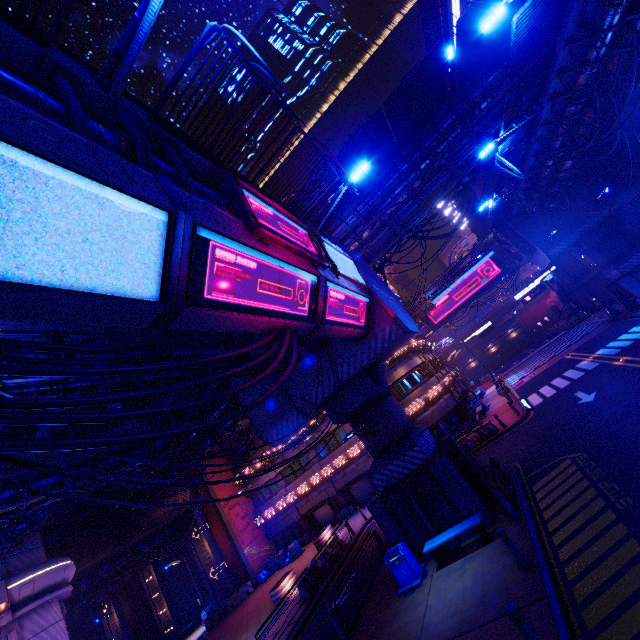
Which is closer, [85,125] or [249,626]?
[85,125]

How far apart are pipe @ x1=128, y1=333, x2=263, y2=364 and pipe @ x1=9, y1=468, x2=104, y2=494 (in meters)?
7.12

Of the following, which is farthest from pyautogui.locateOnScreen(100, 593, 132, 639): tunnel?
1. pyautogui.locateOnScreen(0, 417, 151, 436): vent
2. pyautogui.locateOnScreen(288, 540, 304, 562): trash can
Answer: pyautogui.locateOnScreen(0, 417, 151, 436): vent

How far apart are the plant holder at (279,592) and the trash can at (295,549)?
6.94m

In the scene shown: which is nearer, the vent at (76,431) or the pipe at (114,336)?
the pipe at (114,336)

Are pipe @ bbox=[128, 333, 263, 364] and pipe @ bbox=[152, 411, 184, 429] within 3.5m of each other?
no

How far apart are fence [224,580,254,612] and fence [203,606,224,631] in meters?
0.3

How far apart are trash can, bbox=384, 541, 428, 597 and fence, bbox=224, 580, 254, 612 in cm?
2308
